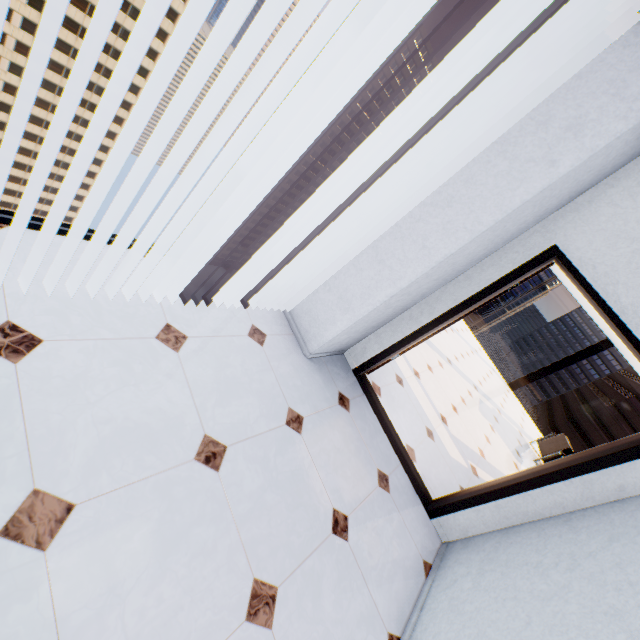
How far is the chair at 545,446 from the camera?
7.09m

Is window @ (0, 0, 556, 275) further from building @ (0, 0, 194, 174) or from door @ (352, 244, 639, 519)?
building @ (0, 0, 194, 174)

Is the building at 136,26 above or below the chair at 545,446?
below

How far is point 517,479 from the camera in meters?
2.7

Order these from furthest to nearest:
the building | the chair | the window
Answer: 1. the building
2. the chair
3. the window

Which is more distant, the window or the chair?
the chair

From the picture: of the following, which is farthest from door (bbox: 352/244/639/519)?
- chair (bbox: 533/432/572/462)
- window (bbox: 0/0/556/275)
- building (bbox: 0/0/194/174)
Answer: building (bbox: 0/0/194/174)

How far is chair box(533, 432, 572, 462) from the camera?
7.09m
